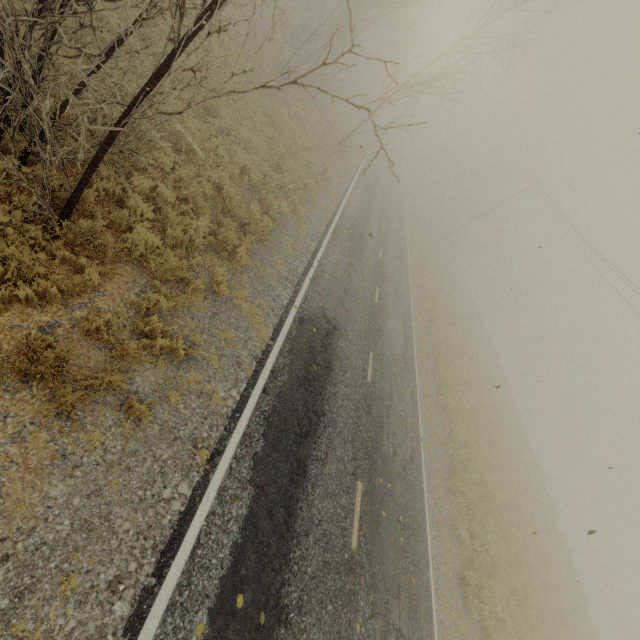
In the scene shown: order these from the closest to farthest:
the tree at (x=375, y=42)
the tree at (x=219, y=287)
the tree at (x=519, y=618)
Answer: the tree at (x=375, y=42)
the tree at (x=219, y=287)
the tree at (x=519, y=618)

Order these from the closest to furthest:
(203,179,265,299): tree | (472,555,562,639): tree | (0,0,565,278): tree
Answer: (0,0,565,278): tree < (203,179,265,299): tree < (472,555,562,639): tree

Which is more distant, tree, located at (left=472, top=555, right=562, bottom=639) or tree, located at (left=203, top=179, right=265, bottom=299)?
tree, located at (left=472, top=555, right=562, bottom=639)

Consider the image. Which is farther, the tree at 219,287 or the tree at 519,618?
the tree at 519,618

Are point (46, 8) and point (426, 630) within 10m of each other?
no

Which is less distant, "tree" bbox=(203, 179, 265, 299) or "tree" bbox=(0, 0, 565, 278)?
"tree" bbox=(0, 0, 565, 278)

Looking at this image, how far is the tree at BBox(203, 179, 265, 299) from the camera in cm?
759
